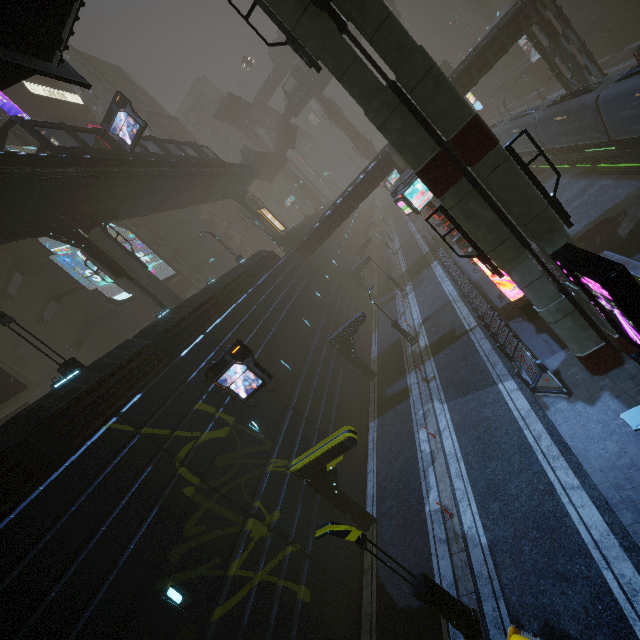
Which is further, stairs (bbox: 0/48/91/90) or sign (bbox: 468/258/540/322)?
sign (bbox: 468/258/540/322)

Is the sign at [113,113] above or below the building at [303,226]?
above

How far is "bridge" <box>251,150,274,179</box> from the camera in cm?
5158

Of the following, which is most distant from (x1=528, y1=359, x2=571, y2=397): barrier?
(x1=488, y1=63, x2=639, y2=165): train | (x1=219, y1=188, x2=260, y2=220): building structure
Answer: (x1=219, y1=188, x2=260, y2=220): building structure

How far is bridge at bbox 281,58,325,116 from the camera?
54.6m

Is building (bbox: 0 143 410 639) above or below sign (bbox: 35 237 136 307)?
below

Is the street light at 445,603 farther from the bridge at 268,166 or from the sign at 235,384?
the bridge at 268,166

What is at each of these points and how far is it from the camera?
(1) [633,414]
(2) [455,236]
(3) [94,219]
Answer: (1) street light, 5.1m
(2) sign, 19.3m
(3) building structure, 21.0m
